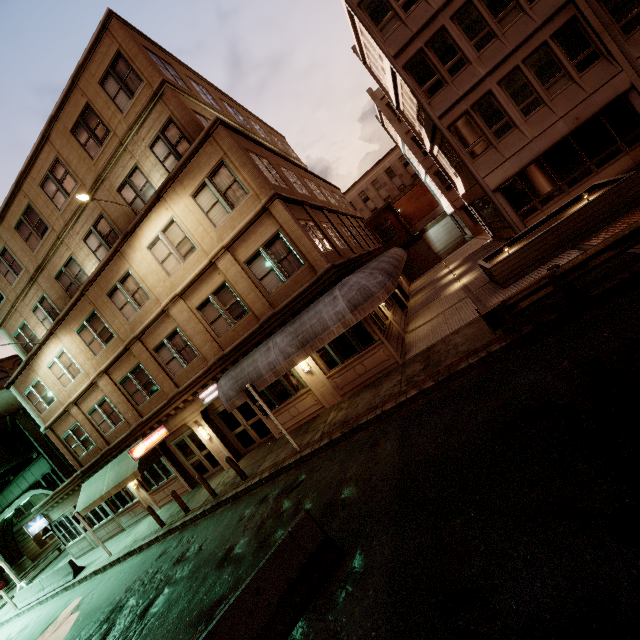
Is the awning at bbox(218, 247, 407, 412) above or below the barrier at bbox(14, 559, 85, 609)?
above

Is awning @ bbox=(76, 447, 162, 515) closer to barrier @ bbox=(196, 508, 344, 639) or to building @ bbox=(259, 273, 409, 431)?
building @ bbox=(259, 273, 409, 431)

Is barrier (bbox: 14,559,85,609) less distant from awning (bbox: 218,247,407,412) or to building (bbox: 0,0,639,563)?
building (bbox: 0,0,639,563)

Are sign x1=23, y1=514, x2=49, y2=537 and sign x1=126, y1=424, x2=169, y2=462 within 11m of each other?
no

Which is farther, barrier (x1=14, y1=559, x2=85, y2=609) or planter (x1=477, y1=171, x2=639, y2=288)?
barrier (x1=14, y1=559, x2=85, y2=609)

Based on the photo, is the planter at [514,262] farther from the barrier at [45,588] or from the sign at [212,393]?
the barrier at [45,588]

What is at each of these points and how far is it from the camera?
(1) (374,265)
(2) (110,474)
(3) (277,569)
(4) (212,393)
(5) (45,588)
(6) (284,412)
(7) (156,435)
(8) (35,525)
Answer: (1) awning, 14.4m
(2) awning, 18.0m
(3) barrier, 5.6m
(4) sign, 15.5m
(5) barrier, 19.7m
(6) building, 14.7m
(7) sign, 16.4m
(8) sign, 22.0m

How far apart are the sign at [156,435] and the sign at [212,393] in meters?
3.1 m
